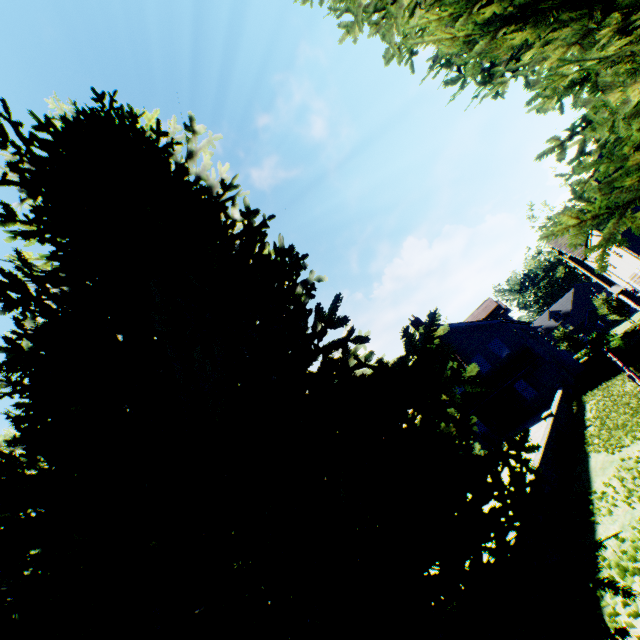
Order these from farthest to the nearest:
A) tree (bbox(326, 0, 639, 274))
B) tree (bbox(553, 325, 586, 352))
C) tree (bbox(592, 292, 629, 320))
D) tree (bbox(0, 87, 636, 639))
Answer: tree (bbox(553, 325, 586, 352))
tree (bbox(592, 292, 629, 320))
tree (bbox(326, 0, 639, 274))
tree (bbox(0, 87, 636, 639))

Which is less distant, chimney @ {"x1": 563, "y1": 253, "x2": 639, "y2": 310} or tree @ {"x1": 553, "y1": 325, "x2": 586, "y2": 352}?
chimney @ {"x1": 563, "y1": 253, "x2": 639, "y2": 310}

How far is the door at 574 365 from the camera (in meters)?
28.99

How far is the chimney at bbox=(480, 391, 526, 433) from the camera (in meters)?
25.44

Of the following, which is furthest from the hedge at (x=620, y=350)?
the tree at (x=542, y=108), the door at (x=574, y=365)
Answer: the tree at (x=542, y=108)

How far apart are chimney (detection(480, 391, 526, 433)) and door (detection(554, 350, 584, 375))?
8.1 meters

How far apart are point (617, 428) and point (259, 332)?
11.66m

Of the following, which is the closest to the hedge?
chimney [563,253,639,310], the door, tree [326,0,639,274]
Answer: the door
